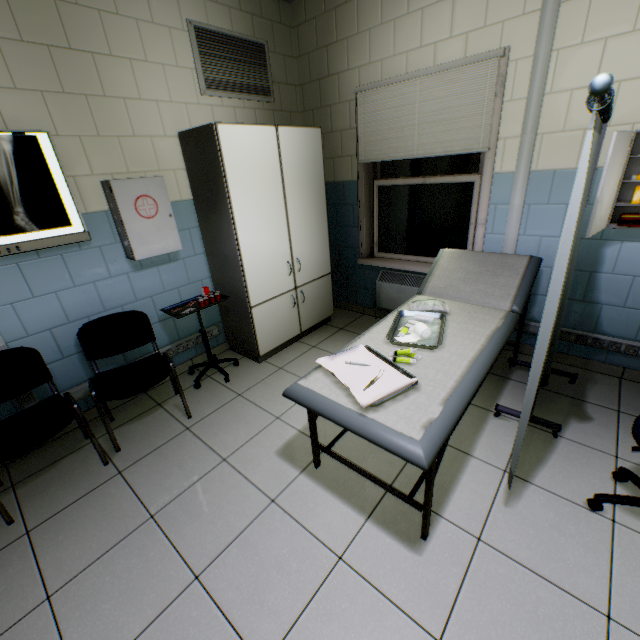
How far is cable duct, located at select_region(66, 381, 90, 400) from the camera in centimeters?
253cm

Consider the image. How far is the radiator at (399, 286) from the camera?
3.46m

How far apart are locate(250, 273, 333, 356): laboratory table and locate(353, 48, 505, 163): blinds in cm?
124

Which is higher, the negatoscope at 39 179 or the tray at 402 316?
the negatoscope at 39 179

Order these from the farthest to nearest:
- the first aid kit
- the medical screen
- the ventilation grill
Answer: the ventilation grill
the first aid kit
the medical screen

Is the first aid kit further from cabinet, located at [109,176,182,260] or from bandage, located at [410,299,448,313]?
cabinet, located at [109,176,182,260]

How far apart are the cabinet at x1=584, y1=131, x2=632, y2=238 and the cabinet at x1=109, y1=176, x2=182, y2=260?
3.0m

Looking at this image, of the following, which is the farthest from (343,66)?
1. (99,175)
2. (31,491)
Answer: (31,491)
